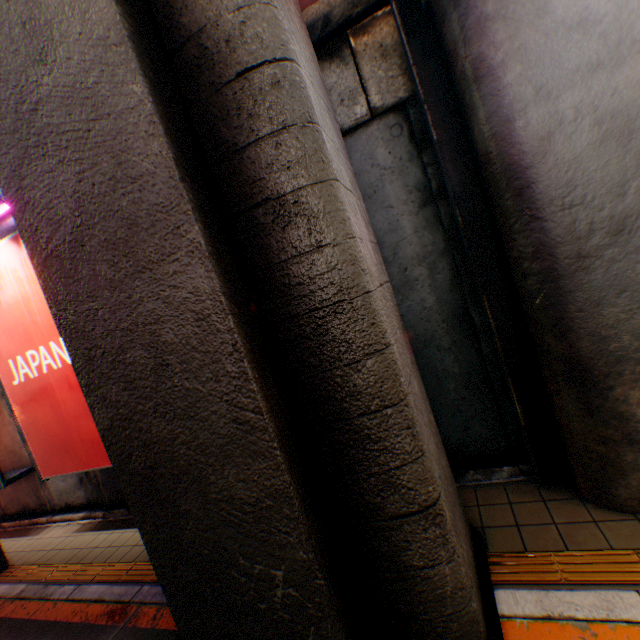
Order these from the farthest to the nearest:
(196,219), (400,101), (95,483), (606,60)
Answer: (95,483), (400,101), (606,60), (196,219)

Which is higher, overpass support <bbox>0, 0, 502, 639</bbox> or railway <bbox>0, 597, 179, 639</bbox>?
overpass support <bbox>0, 0, 502, 639</bbox>

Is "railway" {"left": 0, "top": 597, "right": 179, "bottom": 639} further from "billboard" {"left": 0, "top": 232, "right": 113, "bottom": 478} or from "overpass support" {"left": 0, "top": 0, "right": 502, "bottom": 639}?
"billboard" {"left": 0, "top": 232, "right": 113, "bottom": 478}

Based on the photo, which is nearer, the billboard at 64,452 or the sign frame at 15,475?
the billboard at 64,452

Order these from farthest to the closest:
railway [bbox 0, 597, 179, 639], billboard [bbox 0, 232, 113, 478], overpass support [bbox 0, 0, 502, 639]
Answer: billboard [bbox 0, 232, 113, 478]
railway [bbox 0, 597, 179, 639]
overpass support [bbox 0, 0, 502, 639]

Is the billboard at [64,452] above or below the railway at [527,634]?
above

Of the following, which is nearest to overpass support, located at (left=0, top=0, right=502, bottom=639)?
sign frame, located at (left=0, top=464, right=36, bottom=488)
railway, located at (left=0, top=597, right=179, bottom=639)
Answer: railway, located at (left=0, top=597, right=179, bottom=639)

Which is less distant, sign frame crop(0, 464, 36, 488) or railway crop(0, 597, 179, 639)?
railway crop(0, 597, 179, 639)
